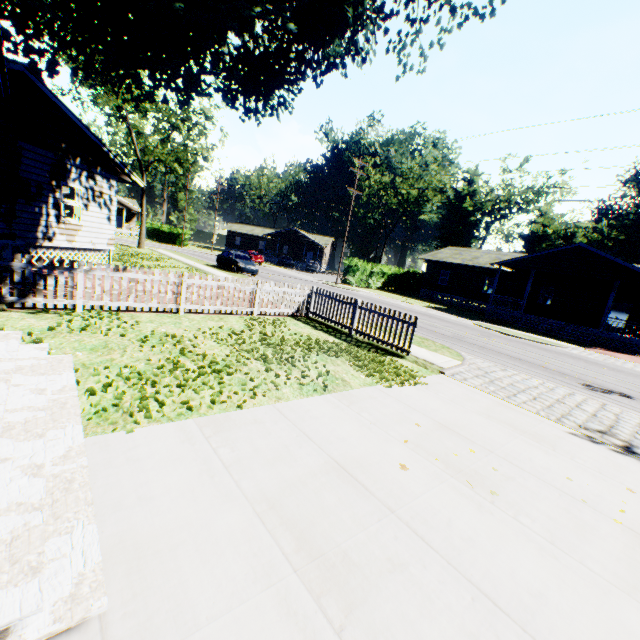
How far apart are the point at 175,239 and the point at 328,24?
49.17m

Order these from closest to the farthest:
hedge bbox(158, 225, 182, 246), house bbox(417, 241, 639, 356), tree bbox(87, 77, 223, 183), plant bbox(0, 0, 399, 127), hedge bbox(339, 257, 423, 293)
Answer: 1. plant bbox(0, 0, 399, 127)
2. house bbox(417, 241, 639, 356)
3. tree bbox(87, 77, 223, 183)
4. hedge bbox(339, 257, 423, 293)
5. hedge bbox(158, 225, 182, 246)

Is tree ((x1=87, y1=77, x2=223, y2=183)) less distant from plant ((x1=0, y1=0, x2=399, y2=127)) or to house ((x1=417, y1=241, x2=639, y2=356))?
plant ((x1=0, y1=0, x2=399, y2=127))

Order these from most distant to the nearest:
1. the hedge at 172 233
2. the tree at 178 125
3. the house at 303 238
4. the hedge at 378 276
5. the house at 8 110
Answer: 1. the house at 303 238
2. the hedge at 172 233
3. the hedge at 378 276
4. the tree at 178 125
5. the house at 8 110

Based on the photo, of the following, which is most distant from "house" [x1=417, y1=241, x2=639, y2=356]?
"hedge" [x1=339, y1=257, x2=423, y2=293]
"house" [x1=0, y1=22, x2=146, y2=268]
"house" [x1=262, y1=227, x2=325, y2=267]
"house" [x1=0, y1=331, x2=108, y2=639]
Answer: "house" [x1=0, y1=331, x2=108, y2=639]

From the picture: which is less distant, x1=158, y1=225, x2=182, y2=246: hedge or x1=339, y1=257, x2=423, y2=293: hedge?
x1=339, y1=257, x2=423, y2=293: hedge

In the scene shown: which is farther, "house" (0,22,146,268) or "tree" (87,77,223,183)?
"tree" (87,77,223,183)

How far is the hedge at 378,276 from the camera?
34.1m
